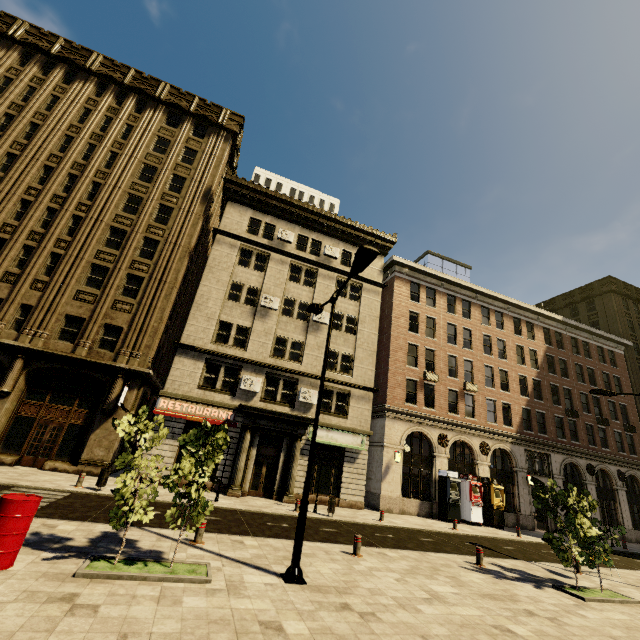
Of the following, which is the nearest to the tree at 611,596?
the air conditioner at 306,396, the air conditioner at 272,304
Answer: the air conditioner at 306,396

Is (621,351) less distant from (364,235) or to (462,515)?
(462,515)

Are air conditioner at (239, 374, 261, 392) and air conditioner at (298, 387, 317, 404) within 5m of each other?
yes

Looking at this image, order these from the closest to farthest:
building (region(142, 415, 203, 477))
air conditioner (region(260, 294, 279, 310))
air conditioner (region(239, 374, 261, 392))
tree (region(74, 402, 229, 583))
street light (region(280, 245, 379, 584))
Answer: tree (region(74, 402, 229, 583)) → street light (region(280, 245, 379, 584)) → building (region(142, 415, 203, 477)) → air conditioner (region(239, 374, 261, 392)) → air conditioner (region(260, 294, 279, 310))

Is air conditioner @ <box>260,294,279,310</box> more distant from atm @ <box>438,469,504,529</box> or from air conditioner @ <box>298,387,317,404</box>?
atm @ <box>438,469,504,529</box>

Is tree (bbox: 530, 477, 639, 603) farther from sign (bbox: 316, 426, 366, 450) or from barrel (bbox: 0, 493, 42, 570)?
sign (bbox: 316, 426, 366, 450)

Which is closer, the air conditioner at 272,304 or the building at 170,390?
the building at 170,390

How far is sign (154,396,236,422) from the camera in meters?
18.9 m
